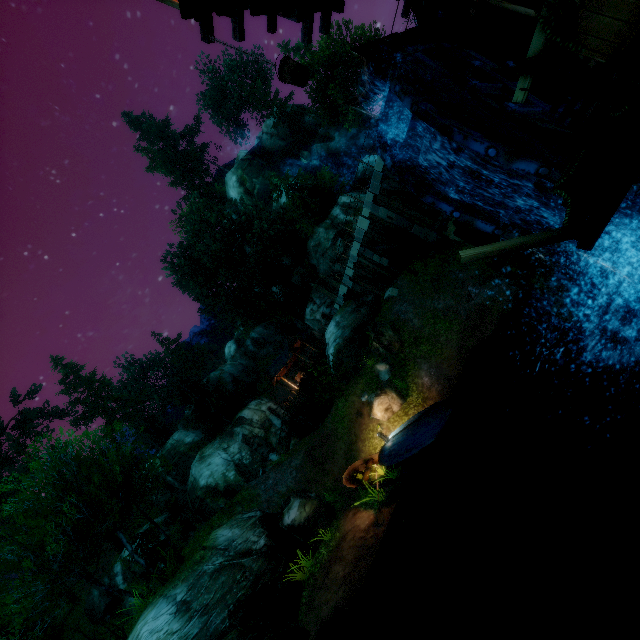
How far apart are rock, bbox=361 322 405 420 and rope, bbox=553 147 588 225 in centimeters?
1357cm

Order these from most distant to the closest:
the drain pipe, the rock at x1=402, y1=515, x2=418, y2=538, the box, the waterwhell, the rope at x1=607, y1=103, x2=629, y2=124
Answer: the rock at x1=402, y1=515, x2=418, y2=538 → the waterwhell → the drain pipe → the box → the rope at x1=607, y1=103, x2=629, y2=124

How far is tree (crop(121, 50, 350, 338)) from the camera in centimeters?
3206cm

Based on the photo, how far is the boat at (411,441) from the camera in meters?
11.9 m

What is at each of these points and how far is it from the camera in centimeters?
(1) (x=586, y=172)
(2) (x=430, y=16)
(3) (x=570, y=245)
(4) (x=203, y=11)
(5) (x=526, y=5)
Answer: (1) wooden platform, 300cm
(2) waterwhell, 772cm
(3) water wheel, 598cm
(4) wooden platform, 617cm
(5) tower, 443cm

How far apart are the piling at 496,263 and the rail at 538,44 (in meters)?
6.16

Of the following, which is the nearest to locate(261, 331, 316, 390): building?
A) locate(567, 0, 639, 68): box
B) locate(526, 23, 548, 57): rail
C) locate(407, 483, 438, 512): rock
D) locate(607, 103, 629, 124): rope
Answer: locate(407, 483, 438, 512): rock

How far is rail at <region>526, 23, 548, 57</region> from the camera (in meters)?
2.21
